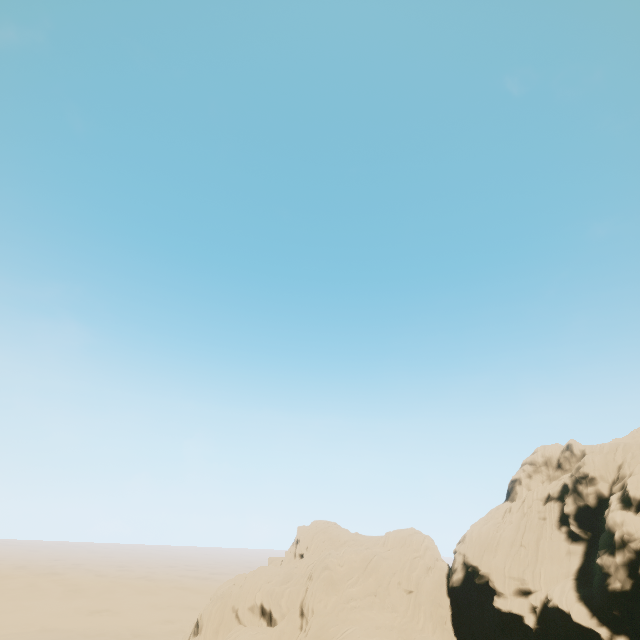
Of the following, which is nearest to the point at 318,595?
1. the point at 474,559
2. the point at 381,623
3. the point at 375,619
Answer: the point at 375,619
